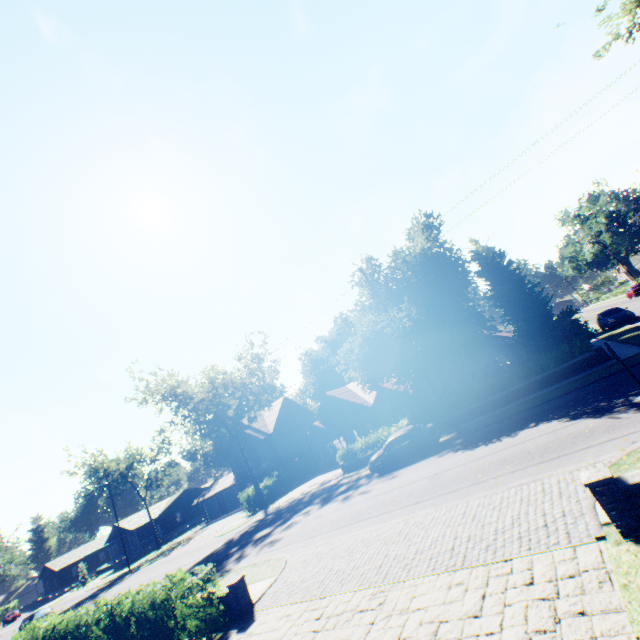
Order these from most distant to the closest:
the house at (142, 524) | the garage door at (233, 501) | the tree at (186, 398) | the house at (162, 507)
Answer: the house at (162, 507)
the house at (142, 524)
the garage door at (233, 501)
the tree at (186, 398)

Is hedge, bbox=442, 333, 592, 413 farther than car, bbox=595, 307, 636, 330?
No

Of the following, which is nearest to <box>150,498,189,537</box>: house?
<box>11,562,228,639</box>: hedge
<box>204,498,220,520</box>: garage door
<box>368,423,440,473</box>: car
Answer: <box>204,498,220,520</box>: garage door

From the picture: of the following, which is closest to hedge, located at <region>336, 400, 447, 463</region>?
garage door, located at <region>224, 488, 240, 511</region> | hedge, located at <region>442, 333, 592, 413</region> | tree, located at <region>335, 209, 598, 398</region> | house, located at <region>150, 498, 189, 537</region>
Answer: tree, located at <region>335, 209, 598, 398</region>

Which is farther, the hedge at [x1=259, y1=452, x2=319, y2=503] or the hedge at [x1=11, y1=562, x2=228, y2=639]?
the hedge at [x1=259, y1=452, x2=319, y2=503]

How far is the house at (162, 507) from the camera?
57.0m

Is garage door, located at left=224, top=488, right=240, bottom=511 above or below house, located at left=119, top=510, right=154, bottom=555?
below

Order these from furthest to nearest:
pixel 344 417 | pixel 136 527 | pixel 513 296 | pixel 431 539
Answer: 1. pixel 136 527
2. pixel 344 417
3. pixel 513 296
4. pixel 431 539
